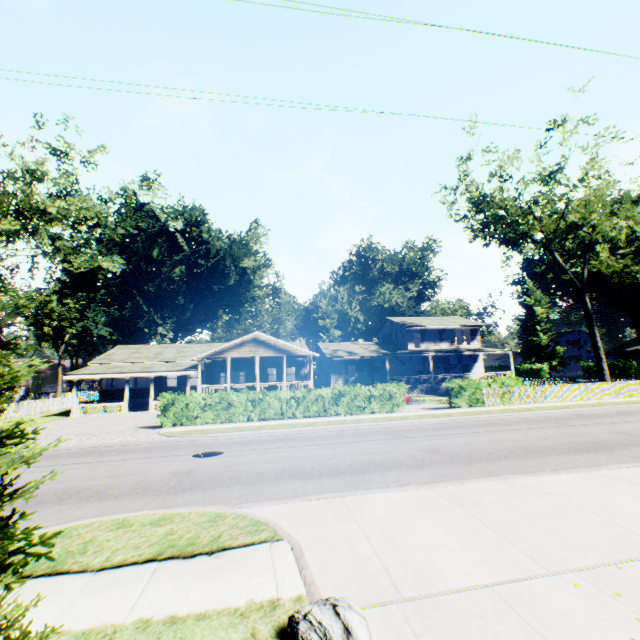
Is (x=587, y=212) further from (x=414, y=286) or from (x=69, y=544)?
(x=414, y=286)

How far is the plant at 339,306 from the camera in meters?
54.6 m

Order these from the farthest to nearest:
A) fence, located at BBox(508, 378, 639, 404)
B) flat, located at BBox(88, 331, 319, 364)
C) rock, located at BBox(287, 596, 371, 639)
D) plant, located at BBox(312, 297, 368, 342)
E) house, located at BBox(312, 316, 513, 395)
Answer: plant, located at BBox(312, 297, 368, 342) → house, located at BBox(312, 316, 513, 395) → flat, located at BBox(88, 331, 319, 364) → fence, located at BBox(508, 378, 639, 404) → rock, located at BBox(287, 596, 371, 639)

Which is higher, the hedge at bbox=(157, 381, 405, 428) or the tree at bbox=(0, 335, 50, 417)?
the tree at bbox=(0, 335, 50, 417)

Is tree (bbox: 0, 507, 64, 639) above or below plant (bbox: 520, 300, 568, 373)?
below

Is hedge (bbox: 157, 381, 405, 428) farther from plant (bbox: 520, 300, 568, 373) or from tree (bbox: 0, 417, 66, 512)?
plant (bbox: 520, 300, 568, 373)

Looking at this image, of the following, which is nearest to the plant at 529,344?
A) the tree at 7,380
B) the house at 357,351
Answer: the house at 357,351

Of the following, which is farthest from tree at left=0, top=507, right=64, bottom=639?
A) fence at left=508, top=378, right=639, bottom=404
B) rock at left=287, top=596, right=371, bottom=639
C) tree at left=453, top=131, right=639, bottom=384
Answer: tree at left=453, top=131, right=639, bottom=384
